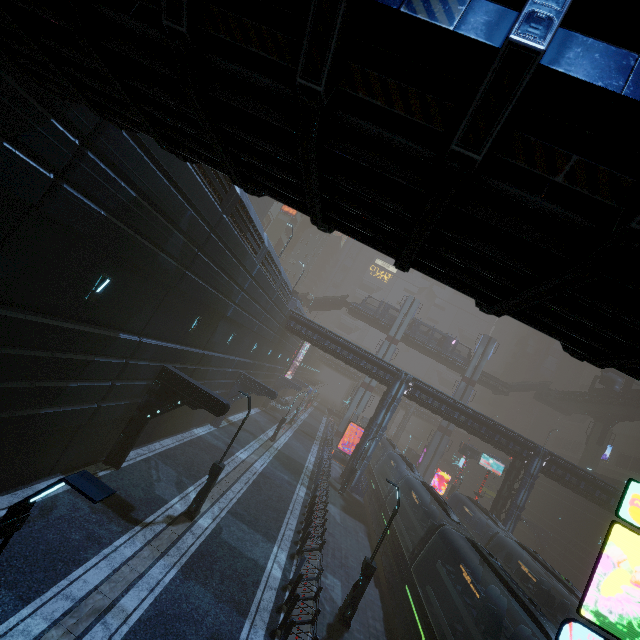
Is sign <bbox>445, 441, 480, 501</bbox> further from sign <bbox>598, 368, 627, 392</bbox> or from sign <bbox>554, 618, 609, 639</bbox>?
sign <bbox>554, 618, 609, 639</bbox>

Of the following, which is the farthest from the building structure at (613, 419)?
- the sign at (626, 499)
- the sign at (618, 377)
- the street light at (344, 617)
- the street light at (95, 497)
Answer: the street light at (95, 497)

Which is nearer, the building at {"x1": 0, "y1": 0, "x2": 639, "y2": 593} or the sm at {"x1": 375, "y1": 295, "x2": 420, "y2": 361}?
the building at {"x1": 0, "y1": 0, "x2": 639, "y2": 593}

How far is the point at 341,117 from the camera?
2.7 meters

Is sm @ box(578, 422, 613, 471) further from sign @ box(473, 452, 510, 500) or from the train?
the train

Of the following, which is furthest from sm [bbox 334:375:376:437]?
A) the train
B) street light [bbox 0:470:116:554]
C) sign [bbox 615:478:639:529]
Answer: the train

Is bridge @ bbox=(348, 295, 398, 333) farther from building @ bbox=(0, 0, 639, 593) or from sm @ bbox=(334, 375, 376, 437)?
building @ bbox=(0, 0, 639, 593)

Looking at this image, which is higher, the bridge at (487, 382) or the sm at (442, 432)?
the bridge at (487, 382)
